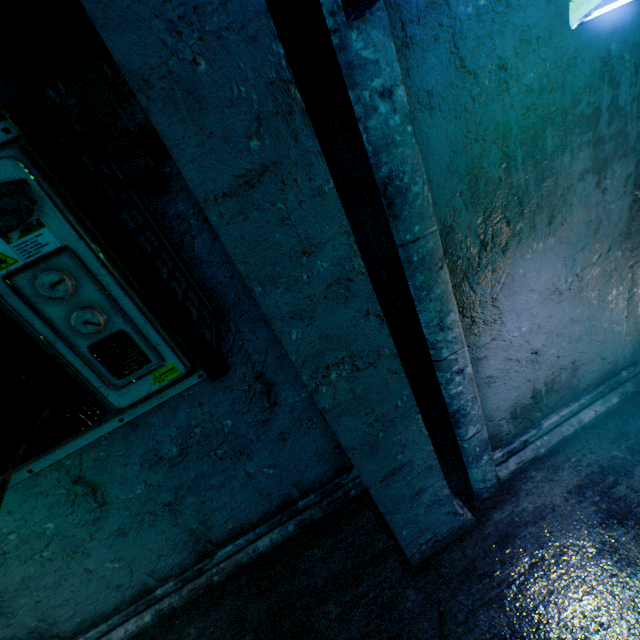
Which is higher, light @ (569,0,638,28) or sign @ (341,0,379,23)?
sign @ (341,0,379,23)

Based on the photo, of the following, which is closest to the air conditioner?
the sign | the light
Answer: the sign

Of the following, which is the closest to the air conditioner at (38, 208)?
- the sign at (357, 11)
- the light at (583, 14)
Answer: the sign at (357, 11)

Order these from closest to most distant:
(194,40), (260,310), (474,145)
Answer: (194,40) → (474,145) → (260,310)

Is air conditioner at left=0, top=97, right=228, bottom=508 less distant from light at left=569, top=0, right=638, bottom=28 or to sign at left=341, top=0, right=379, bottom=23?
sign at left=341, top=0, right=379, bottom=23
